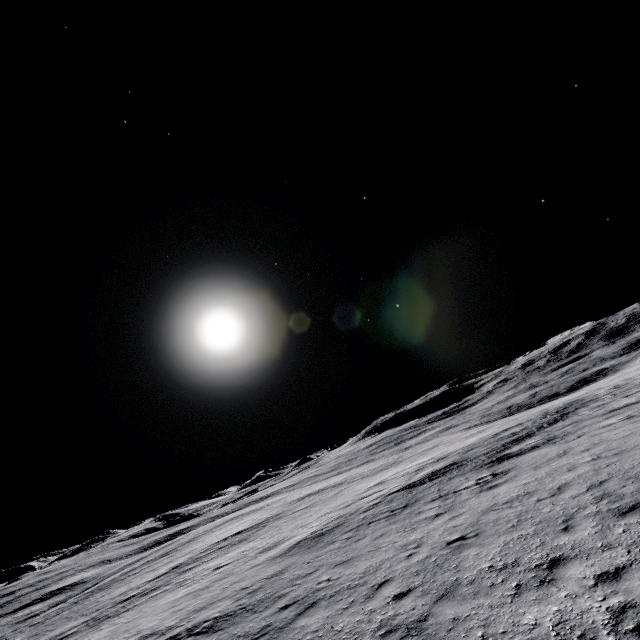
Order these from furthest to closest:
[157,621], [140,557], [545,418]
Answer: [140,557], [545,418], [157,621]
